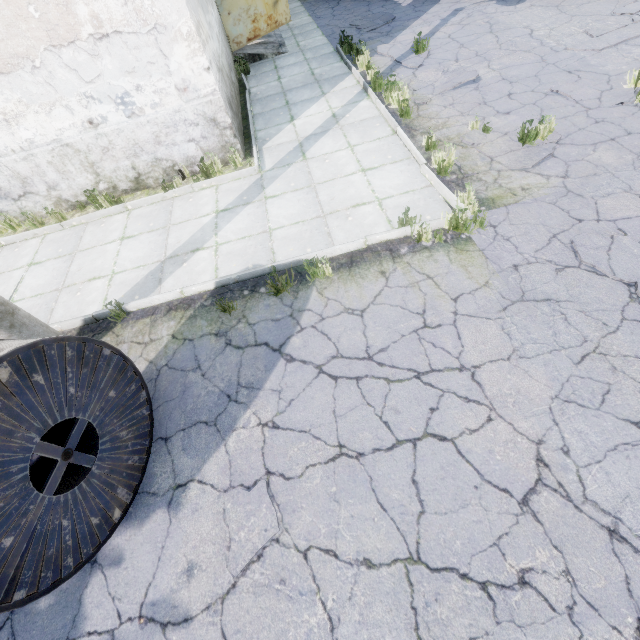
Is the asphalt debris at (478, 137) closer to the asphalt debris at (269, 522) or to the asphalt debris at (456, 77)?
the asphalt debris at (456, 77)

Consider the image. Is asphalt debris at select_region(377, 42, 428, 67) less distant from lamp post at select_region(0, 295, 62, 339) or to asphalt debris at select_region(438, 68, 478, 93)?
asphalt debris at select_region(438, 68, 478, 93)

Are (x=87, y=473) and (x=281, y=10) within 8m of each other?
no

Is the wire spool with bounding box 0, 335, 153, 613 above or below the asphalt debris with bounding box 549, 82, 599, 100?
above

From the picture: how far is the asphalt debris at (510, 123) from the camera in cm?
605

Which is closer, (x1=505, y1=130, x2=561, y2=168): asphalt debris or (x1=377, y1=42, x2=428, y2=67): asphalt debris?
(x1=505, y1=130, x2=561, y2=168): asphalt debris

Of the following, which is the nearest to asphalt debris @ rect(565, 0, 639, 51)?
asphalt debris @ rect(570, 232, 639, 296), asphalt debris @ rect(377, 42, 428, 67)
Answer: asphalt debris @ rect(377, 42, 428, 67)

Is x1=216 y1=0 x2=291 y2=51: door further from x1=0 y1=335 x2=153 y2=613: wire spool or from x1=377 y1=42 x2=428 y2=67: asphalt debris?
x1=0 y1=335 x2=153 y2=613: wire spool
